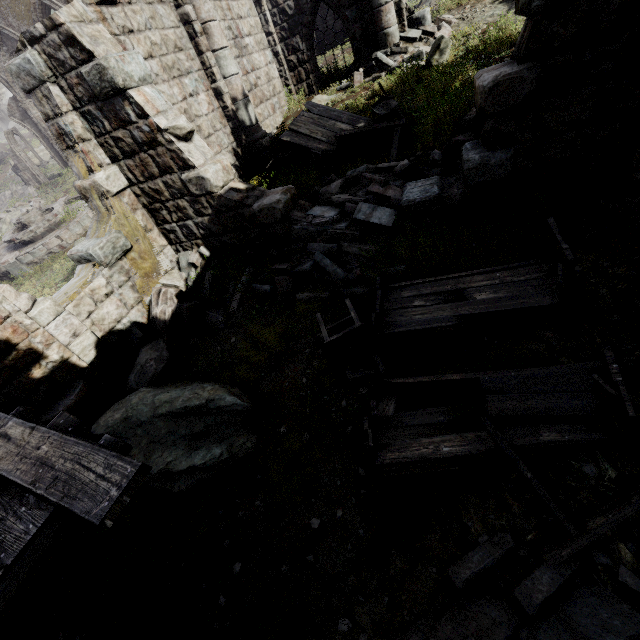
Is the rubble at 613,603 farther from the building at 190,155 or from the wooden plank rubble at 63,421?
the wooden plank rubble at 63,421

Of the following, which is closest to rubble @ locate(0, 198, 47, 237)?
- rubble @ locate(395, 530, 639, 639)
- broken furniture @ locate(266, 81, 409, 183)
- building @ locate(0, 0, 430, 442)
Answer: building @ locate(0, 0, 430, 442)

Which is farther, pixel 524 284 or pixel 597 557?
pixel 524 284

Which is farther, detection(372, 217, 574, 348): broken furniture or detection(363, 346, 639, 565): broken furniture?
detection(372, 217, 574, 348): broken furniture

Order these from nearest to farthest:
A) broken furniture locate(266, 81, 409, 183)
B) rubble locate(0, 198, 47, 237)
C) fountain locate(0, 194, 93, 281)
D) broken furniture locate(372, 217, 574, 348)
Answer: broken furniture locate(372, 217, 574, 348) < broken furniture locate(266, 81, 409, 183) < fountain locate(0, 194, 93, 281) < rubble locate(0, 198, 47, 237)

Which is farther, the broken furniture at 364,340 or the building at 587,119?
the broken furniture at 364,340

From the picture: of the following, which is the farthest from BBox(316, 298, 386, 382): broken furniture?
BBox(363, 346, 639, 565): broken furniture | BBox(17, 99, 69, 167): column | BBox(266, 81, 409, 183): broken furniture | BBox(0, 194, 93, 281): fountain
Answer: BBox(17, 99, 69, 167): column

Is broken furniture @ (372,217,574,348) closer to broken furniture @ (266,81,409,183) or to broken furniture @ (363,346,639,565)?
broken furniture @ (363,346,639,565)
